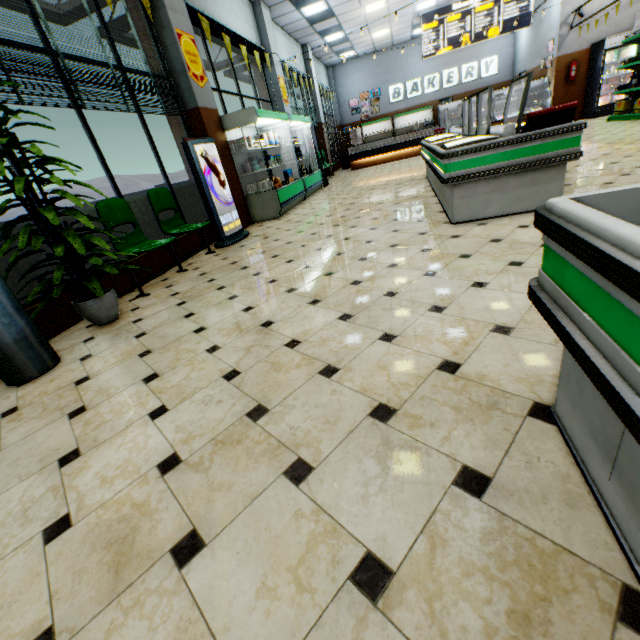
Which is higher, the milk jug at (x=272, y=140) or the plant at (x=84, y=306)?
the milk jug at (x=272, y=140)

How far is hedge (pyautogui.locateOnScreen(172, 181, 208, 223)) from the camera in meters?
5.7

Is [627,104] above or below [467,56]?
below

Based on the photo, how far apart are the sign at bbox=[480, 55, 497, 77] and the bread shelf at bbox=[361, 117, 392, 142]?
0.6m

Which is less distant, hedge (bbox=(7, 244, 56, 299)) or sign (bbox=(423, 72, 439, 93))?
hedge (bbox=(7, 244, 56, 299))

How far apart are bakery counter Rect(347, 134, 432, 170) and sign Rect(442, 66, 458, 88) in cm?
442

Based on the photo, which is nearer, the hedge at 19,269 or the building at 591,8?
the hedge at 19,269

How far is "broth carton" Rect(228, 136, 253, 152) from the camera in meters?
6.5 m
